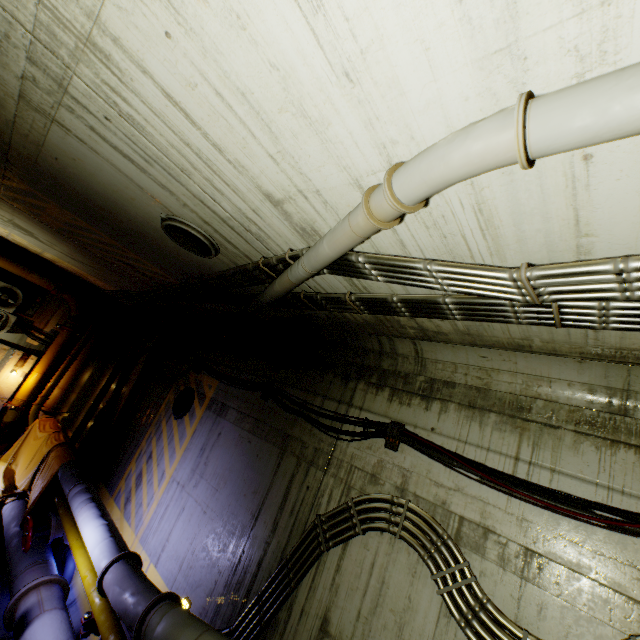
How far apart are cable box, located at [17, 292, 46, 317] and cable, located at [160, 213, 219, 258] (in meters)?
10.03

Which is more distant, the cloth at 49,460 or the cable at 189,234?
the cloth at 49,460

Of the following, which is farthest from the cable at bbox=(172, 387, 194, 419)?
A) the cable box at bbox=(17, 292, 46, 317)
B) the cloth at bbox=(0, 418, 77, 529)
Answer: the cable box at bbox=(17, 292, 46, 317)

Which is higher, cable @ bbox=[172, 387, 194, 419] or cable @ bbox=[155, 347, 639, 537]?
cable @ bbox=[155, 347, 639, 537]

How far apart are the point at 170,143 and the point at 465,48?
2.4m

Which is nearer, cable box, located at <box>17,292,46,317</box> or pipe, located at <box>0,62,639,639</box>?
pipe, located at <box>0,62,639,639</box>

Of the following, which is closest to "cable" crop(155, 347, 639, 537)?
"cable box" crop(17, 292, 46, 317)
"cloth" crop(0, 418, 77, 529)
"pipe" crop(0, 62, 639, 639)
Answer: → "pipe" crop(0, 62, 639, 639)

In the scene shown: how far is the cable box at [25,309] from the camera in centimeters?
1093cm
